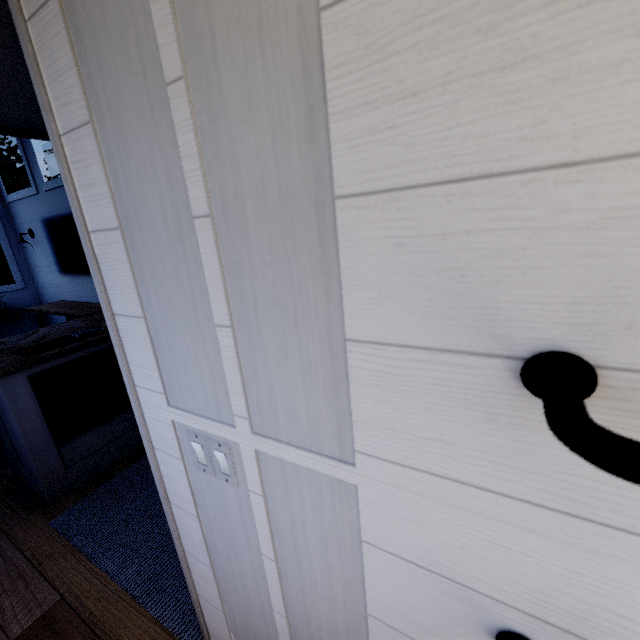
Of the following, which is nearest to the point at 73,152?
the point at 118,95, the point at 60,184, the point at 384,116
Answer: the point at 118,95

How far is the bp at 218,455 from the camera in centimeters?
82cm

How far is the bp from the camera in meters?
0.8
